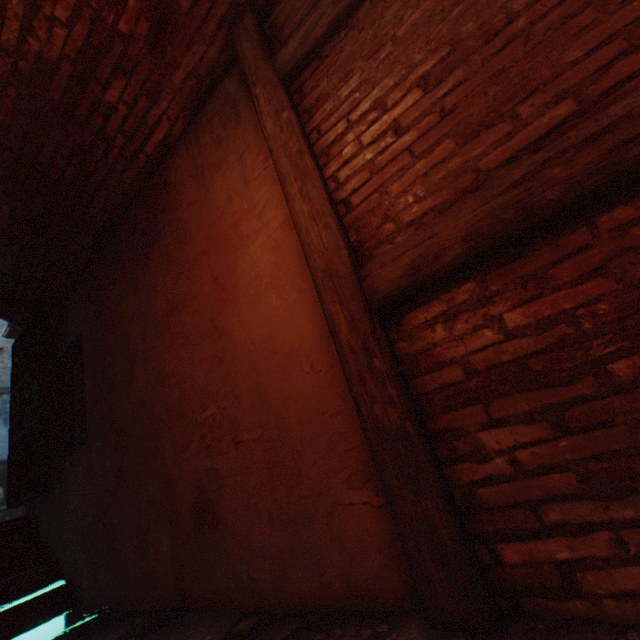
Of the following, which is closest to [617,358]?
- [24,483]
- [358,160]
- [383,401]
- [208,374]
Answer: [383,401]

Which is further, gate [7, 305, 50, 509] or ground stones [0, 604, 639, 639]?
gate [7, 305, 50, 509]

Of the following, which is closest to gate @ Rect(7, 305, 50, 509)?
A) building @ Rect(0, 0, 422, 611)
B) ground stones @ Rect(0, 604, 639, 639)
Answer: building @ Rect(0, 0, 422, 611)

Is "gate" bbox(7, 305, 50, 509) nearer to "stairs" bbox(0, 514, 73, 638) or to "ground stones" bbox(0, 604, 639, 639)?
"stairs" bbox(0, 514, 73, 638)

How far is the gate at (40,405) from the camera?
3.87m

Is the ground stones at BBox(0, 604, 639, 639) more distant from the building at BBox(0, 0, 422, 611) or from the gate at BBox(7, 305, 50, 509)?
the gate at BBox(7, 305, 50, 509)

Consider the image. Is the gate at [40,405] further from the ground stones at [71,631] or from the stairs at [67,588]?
the ground stones at [71,631]

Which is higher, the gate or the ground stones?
the gate
